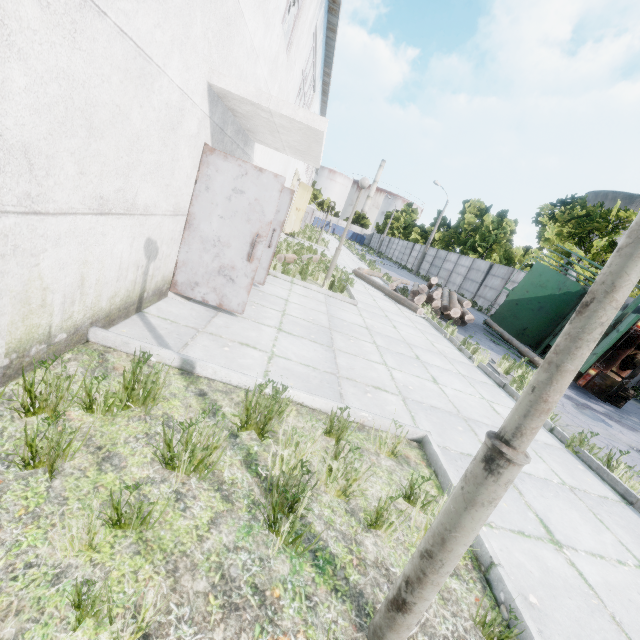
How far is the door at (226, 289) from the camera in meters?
4.5

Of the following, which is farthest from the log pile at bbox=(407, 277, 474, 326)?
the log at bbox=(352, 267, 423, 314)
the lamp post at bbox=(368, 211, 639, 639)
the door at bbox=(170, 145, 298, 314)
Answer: the lamp post at bbox=(368, 211, 639, 639)

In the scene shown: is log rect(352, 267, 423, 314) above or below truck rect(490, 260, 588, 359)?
below

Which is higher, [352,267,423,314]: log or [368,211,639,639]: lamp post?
[352,267,423,314]: log

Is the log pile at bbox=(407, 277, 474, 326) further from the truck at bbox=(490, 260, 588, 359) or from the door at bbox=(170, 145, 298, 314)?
the door at bbox=(170, 145, 298, 314)

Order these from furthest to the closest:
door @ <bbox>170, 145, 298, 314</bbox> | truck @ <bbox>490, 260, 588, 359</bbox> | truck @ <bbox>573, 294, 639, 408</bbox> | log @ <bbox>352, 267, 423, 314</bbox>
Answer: truck @ <bbox>490, 260, 588, 359</bbox> → log @ <bbox>352, 267, 423, 314</bbox> → truck @ <bbox>573, 294, 639, 408</bbox> → door @ <bbox>170, 145, 298, 314</bbox>

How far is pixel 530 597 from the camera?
2.3m

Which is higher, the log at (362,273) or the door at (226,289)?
the log at (362,273)
